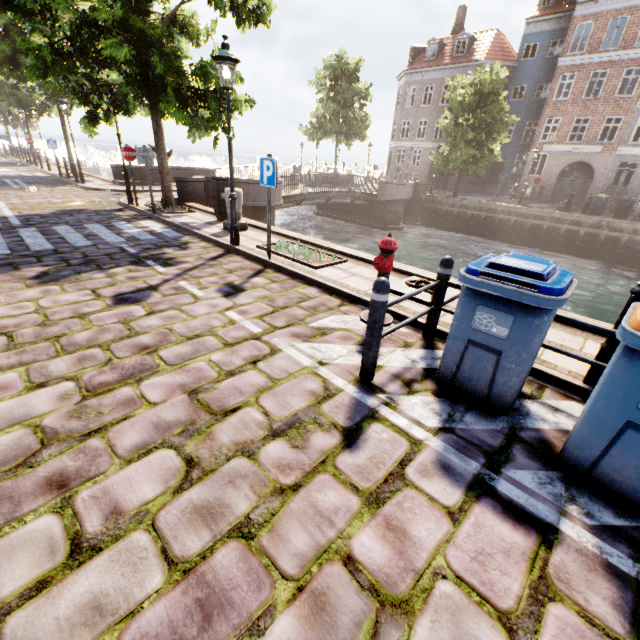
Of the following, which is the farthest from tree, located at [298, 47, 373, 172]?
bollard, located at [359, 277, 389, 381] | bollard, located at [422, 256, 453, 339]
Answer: bollard, located at [359, 277, 389, 381]

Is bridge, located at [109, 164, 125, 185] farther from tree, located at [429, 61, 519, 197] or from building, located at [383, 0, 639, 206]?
building, located at [383, 0, 639, 206]

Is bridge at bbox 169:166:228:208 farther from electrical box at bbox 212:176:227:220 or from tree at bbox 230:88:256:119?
electrical box at bbox 212:176:227:220

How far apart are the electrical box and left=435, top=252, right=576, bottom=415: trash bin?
8.7m

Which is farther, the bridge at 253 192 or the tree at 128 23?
the bridge at 253 192

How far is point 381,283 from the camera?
2.93m

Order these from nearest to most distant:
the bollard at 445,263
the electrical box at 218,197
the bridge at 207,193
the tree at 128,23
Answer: the bollard at 445,263, the tree at 128,23, the electrical box at 218,197, the bridge at 207,193

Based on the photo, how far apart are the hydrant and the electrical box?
7.19m
